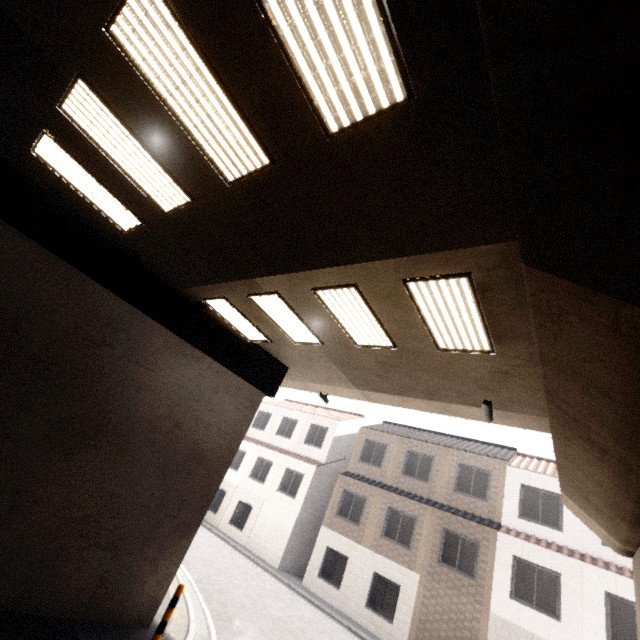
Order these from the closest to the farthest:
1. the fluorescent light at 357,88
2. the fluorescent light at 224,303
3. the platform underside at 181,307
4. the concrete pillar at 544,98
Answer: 1. the concrete pillar at 544,98
2. the fluorescent light at 357,88
3. the platform underside at 181,307
4. the fluorescent light at 224,303

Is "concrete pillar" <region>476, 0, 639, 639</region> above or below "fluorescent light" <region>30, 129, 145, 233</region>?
below

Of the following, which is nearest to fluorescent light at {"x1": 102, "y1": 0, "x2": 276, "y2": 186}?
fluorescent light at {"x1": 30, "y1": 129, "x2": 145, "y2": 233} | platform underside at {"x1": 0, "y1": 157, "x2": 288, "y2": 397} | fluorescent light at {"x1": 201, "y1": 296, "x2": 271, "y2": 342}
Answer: fluorescent light at {"x1": 30, "y1": 129, "x2": 145, "y2": 233}

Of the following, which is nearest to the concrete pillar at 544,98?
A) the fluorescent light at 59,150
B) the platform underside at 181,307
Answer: the fluorescent light at 59,150

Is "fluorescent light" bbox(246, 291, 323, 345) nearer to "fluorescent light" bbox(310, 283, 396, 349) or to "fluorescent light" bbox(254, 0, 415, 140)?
"fluorescent light" bbox(310, 283, 396, 349)

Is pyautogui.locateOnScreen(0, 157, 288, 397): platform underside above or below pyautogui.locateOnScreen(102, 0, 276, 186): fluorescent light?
below

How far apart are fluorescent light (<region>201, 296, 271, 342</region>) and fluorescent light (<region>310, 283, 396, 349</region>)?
2.9 meters

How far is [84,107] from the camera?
4.6m
